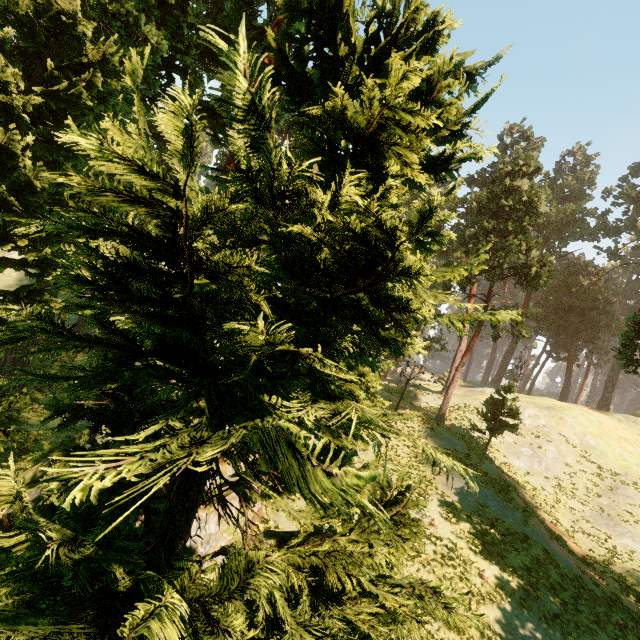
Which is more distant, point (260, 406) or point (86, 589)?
point (260, 406)
